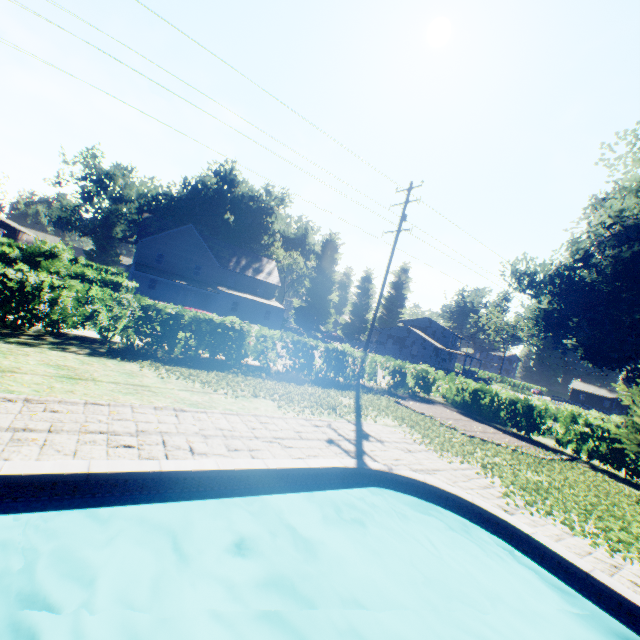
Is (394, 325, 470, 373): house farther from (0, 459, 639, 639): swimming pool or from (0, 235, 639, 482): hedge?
(0, 459, 639, 639): swimming pool

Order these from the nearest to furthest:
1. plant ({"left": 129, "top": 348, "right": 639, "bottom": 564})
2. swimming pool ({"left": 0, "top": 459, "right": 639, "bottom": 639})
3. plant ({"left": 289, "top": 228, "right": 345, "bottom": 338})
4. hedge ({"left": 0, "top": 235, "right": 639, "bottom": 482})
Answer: swimming pool ({"left": 0, "top": 459, "right": 639, "bottom": 639})
plant ({"left": 129, "top": 348, "right": 639, "bottom": 564})
hedge ({"left": 0, "top": 235, "right": 639, "bottom": 482})
plant ({"left": 289, "top": 228, "right": 345, "bottom": 338})

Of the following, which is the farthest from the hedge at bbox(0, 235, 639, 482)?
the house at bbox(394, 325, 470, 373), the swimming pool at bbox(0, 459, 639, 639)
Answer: the house at bbox(394, 325, 470, 373)

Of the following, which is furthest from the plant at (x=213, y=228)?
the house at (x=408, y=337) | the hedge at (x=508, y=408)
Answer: the hedge at (x=508, y=408)

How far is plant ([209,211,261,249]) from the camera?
54.41m

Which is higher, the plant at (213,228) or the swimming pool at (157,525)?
the plant at (213,228)

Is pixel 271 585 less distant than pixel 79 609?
No

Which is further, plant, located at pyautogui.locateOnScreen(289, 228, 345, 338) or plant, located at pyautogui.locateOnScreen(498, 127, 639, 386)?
plant, located at pyautogui.locateOnScreen(289, 228, 345, 338)
